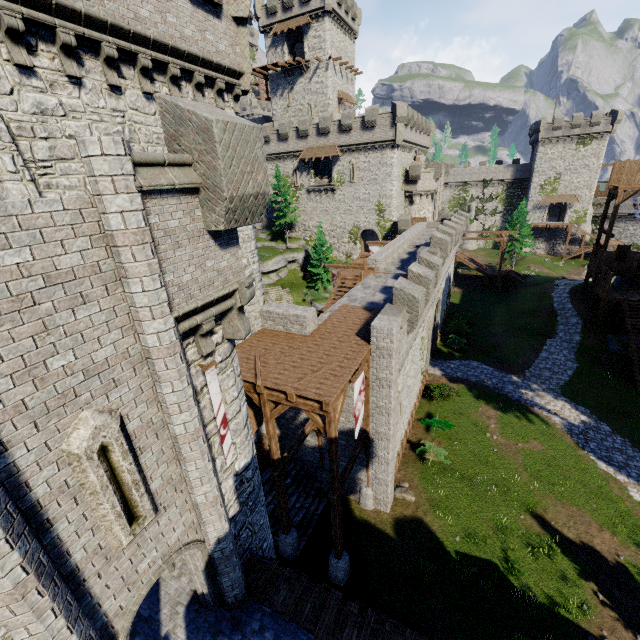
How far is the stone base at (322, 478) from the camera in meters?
17.9

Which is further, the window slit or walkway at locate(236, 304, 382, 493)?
walkway at locate(236, 304, 382, 493)

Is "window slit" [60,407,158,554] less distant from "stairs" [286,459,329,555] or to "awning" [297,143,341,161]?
"stairs" [286,459,329,555]

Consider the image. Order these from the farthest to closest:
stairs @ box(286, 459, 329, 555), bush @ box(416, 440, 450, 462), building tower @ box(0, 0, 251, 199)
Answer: bush @ box(416, 440, 450, 462), stairs @ box(286, 459, 329, 555), building tower @ box(0, 0, 251, 199)

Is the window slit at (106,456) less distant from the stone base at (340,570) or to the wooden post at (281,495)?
the wooden post at (281,495)

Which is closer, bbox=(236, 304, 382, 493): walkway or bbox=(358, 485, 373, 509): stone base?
bbox=(236, 304, 382, 493): walkway

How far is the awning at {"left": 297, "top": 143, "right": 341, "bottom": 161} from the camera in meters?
40.5

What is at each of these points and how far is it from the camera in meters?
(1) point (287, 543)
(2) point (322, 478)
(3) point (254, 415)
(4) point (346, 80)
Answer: (1) stone base, 14.8 m
(2) stone base, 17.9 m
(3) awning, 14.5 m
(4) building, 47.6 m
